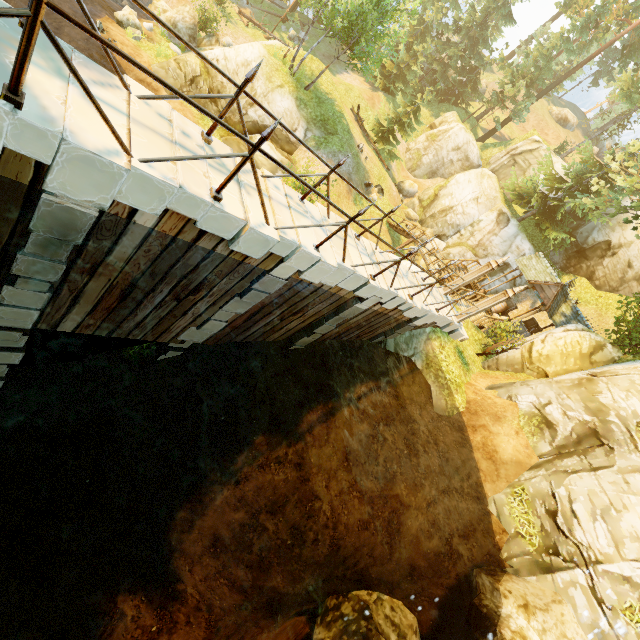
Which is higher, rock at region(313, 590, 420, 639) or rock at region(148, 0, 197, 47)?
rock at region(313, 590, 420, 639)

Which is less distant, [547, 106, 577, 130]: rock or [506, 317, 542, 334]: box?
[506, 317, 542, 334]: box

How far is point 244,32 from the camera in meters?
31.7

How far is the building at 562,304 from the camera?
18.98m

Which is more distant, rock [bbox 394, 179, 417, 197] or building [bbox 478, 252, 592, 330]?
rock [bbox 394, 179, 417, 197]

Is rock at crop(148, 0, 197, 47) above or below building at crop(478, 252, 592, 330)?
below

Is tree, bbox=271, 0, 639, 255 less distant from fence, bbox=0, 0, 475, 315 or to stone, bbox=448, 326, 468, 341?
fence, bbox=0, 0, 475, 315

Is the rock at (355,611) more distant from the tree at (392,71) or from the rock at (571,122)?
the rock at (571,122)
